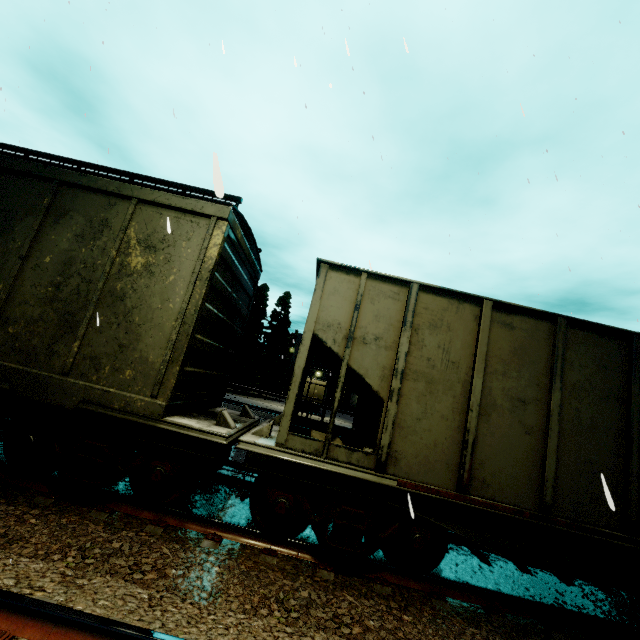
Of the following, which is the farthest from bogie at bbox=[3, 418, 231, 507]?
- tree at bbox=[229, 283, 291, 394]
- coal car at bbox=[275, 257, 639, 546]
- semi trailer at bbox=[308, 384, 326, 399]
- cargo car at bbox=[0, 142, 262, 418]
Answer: tree at bbox=[229, 283, 291, 394]

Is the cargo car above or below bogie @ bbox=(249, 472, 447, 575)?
above

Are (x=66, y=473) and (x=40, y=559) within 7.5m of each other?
yes

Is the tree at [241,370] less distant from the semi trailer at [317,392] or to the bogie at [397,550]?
the semi trailer at [317,392]

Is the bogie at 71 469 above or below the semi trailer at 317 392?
below

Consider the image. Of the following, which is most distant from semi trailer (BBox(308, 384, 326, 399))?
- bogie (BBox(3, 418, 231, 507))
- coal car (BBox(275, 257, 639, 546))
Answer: bogie (BBox(3, 418, 231, 507))

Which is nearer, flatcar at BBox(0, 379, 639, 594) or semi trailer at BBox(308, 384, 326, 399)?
flatcar at BBox(0, 379, 639, 594)

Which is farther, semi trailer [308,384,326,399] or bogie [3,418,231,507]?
semi trailer [308,384,326,399]
